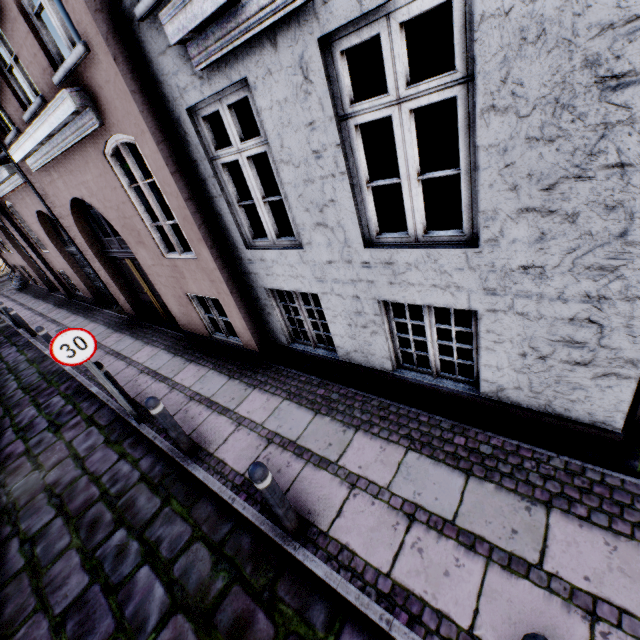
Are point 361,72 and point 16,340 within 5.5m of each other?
no

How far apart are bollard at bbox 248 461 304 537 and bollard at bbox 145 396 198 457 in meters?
1.8

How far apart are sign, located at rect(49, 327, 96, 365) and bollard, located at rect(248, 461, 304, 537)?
3.4m

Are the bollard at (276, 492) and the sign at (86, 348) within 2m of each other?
no

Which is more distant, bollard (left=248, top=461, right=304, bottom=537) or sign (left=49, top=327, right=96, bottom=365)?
sign (left=49, top=327, right=96, bottom=365)

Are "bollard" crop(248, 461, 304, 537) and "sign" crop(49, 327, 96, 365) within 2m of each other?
no

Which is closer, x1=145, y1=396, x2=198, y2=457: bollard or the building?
the building

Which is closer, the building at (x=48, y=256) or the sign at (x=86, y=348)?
the building at (x=48, y=256)
